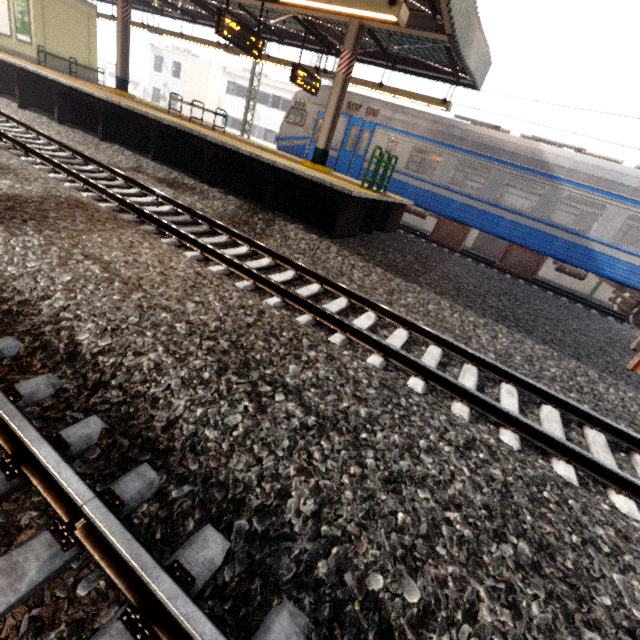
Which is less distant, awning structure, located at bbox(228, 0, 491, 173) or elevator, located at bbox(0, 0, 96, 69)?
awning structure, located at bbox(228, 0, 491, 173)

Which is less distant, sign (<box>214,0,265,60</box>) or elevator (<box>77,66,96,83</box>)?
sign (<box>214,0,265,60</box>)

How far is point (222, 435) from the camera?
2.00m

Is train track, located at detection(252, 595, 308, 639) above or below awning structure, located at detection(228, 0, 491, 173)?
below

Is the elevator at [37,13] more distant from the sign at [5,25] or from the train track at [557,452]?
the train track at [557,452]

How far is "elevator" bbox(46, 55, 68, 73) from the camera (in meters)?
13.85

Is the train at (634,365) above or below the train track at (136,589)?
above
